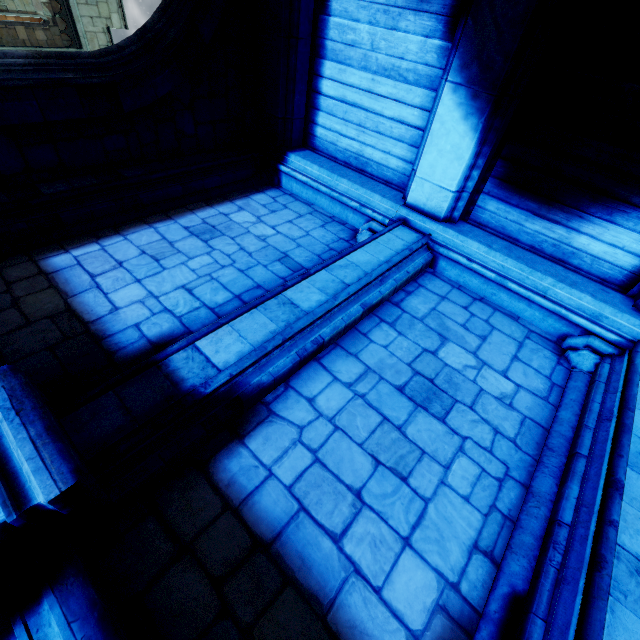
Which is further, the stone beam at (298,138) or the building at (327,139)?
the stone beam at (298,138)

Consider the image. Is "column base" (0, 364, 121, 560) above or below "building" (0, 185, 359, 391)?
below

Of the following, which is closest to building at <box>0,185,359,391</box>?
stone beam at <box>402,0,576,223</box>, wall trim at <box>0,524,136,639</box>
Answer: stone beam at <box>402,0,576,223</box>

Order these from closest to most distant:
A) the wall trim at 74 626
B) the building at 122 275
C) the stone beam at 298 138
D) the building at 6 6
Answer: the wall trim at 74 626
the building at 122 275
the building at 6 6
the stone beam at 298 138

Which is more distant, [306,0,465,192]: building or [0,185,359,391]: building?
[306,0,465,192]: building

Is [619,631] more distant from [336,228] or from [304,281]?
[336,228]

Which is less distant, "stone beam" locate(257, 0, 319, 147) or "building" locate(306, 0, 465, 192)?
"building" locate(306, 0, 465, 192)
